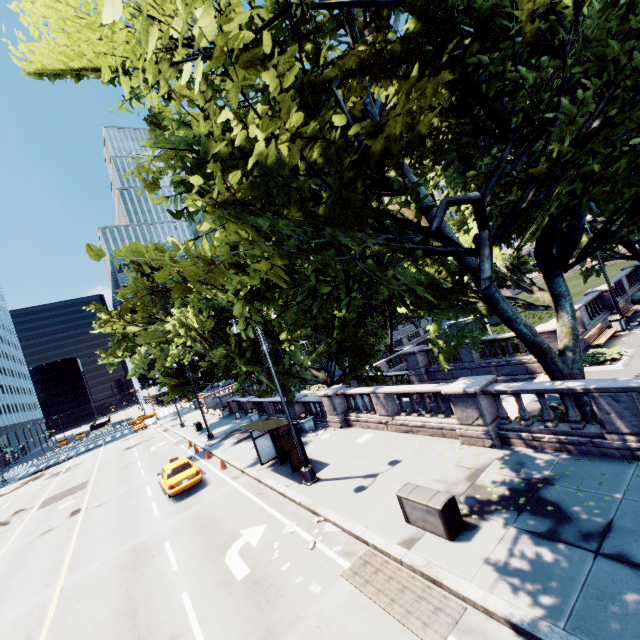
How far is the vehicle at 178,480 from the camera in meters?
17.1

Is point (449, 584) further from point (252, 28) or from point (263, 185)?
point (252, 28)

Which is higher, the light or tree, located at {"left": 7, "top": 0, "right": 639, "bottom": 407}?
tree, located at {"left": 7, "top": 0, "right": 639, "bottom": 407}

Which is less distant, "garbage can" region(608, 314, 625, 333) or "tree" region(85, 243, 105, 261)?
"tree" region(85, 243, 105, 261)

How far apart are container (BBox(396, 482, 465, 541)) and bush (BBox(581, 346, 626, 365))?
11.94m

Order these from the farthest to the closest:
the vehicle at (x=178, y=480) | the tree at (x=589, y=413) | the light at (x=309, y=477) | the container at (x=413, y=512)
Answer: the vehicle at (x=178, y=480)
the light at (x=309, y=477)
the tree at (x=589, y=413)
the container at (x=413, y=512)

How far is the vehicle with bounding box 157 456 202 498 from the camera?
17.1 meters

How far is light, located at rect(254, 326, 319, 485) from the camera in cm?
1338
